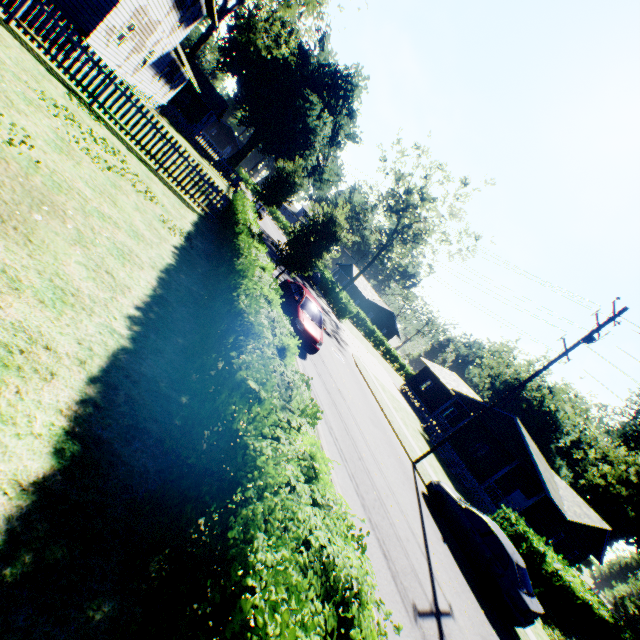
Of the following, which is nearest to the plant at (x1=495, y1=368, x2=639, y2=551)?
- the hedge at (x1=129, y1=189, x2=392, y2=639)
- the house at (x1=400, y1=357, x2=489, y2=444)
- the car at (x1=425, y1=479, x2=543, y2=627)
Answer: the hedge at (x1=129, y1=189, x2=392, y2=639)

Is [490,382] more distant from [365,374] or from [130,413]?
[130,413]

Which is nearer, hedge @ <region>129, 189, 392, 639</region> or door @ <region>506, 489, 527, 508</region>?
hedge @ <region>129, 189, 392, 639</region>

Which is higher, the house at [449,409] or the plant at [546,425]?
the plant at [546,425]

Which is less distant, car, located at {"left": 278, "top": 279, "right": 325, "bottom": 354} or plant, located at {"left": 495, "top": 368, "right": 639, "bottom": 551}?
car, located at {"left": 278, "top": 279, "right": 325, "bottom": 354}

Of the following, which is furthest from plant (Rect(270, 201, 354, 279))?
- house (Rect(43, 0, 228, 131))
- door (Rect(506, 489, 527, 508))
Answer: door (Rect(506, 489, 527, 508))

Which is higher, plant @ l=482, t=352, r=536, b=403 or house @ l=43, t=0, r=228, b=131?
plant @ l=482, t=352, r=536, b=403

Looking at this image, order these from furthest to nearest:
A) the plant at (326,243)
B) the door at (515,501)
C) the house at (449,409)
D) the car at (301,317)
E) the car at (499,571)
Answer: the house at (449,409) → the door at (515,501) → the plant at (326,243) → the car at (301,317) → the car at (499,571)
